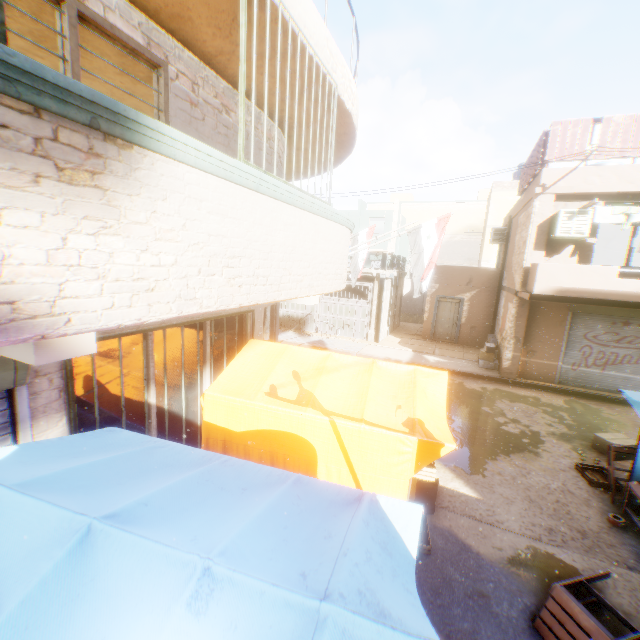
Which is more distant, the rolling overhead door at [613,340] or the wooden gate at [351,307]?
the wooden gate at [351,307]

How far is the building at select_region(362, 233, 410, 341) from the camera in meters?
16.2

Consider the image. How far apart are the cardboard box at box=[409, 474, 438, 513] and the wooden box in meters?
3.3

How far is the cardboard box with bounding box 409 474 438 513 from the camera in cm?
535

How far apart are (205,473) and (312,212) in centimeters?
337cm

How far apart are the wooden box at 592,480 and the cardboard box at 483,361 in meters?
6.4

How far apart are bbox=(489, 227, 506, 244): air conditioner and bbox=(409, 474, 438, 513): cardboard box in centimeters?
588cm

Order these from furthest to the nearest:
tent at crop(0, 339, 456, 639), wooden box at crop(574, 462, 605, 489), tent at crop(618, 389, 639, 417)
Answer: wooden box at crop(574, 462, 605, 489) < tent at crop(618, 389, 639, 417) < tent at crop(0, 339, 456, 639)
